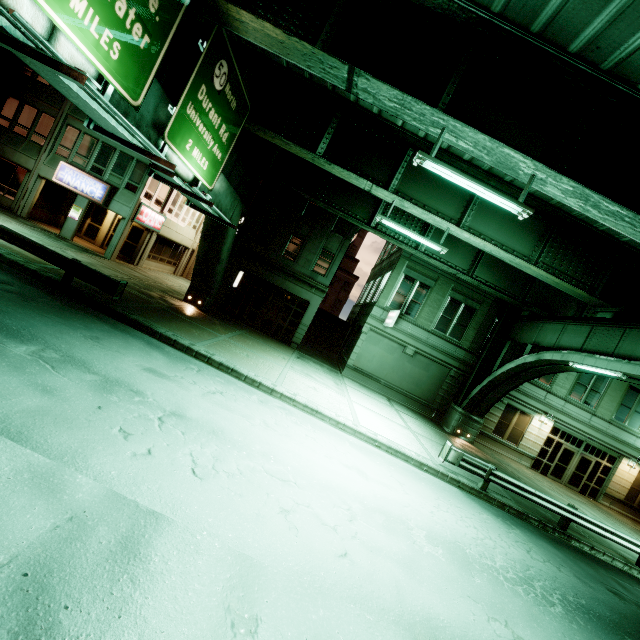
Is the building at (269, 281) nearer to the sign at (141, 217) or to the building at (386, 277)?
the sign at (141, 217)

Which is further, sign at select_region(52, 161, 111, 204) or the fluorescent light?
sign at select_region(52, 161, 111, 204)

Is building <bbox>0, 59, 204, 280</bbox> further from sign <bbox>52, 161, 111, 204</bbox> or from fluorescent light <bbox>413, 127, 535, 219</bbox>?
fluorescent light <bbox>413, 127, 535, 219</bbox>

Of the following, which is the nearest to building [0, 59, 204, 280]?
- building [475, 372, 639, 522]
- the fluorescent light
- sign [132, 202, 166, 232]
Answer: sign [132, 202, 166, 232]

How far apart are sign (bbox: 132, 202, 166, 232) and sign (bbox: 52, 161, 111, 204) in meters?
1.8 m

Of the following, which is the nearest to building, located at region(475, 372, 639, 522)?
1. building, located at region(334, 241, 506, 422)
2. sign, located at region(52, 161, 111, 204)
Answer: building, located at region(334, 241, 506, 422)

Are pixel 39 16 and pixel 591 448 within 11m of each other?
no

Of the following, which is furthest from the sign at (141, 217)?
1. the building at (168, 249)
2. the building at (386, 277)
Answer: the building at (386, 277)
